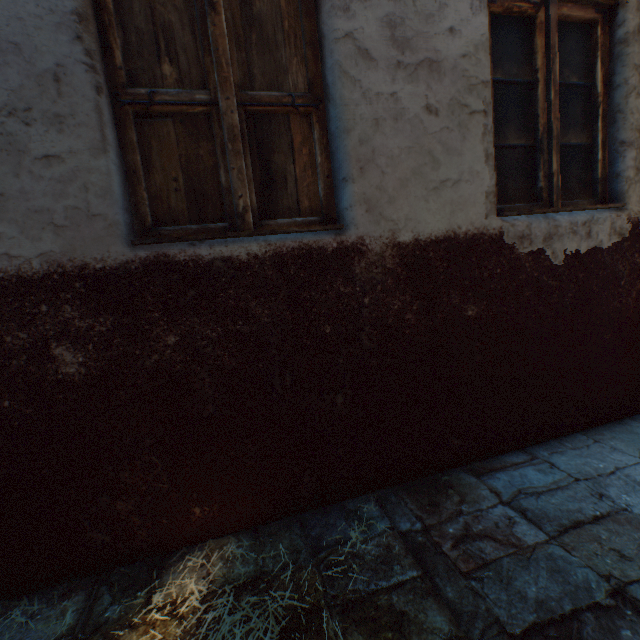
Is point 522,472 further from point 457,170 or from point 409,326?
point 457,170
